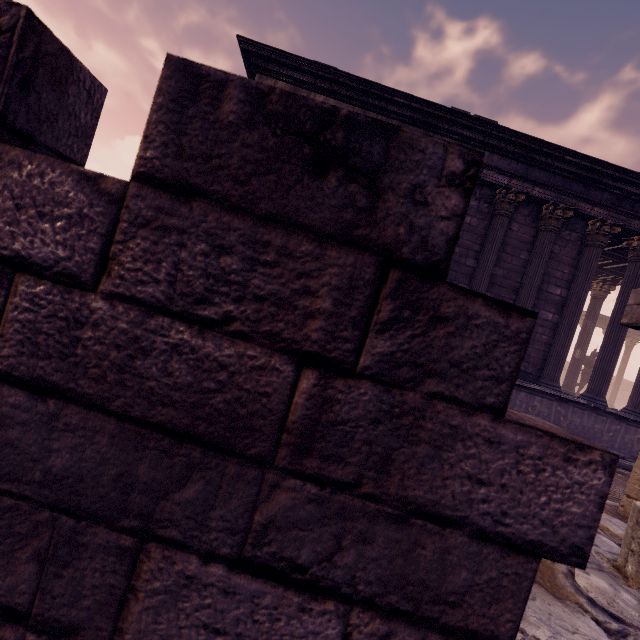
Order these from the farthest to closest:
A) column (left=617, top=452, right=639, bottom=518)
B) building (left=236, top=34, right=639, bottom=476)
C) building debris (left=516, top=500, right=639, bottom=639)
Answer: building (left=236, top=34, right=639, bottom=476), column (left=617, top=452, right=639, bottom=518), building debris (left=516, top=500, right=639, bottom=639)

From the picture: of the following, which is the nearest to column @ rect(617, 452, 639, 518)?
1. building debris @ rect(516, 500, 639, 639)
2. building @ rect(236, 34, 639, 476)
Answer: building debris @ rect(516, 500, 639, 639)

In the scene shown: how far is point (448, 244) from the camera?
0.7 meters

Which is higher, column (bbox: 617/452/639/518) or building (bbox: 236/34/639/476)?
building (bbox: 236/34/639/476)

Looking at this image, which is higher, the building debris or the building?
the building

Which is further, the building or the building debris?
the building

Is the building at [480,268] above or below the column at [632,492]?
above

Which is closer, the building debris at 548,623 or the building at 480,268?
the building debris at 548,623
